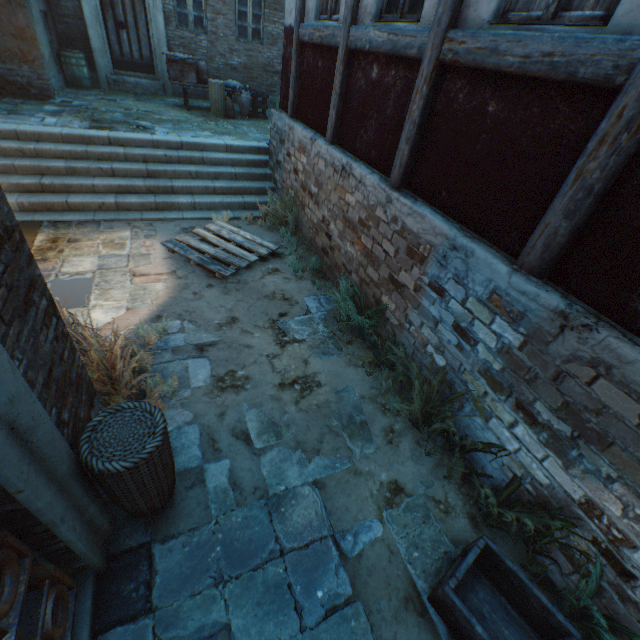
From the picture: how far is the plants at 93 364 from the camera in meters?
3.1 m

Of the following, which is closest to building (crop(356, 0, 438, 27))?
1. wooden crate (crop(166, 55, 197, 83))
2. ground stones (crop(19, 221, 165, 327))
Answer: ground stones (crop(19, 221, 165, 327))

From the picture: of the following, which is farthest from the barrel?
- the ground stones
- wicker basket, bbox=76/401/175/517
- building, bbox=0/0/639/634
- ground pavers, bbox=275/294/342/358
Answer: wicker basket, bbox=76/401/175/517

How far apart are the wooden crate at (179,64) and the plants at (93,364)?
9.31m

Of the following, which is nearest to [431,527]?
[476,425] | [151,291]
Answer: [476,425]

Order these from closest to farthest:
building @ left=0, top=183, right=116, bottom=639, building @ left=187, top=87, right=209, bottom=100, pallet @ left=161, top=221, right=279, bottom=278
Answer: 1. building @ left=0, top=183, right=116, bottom=639
2. pallet @ left=161, top=221, right=279, bottom=278
3. building @ left=187, top=87, right=209, bottom=100

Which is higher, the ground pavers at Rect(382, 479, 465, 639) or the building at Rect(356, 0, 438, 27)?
the building at Rect(356, 0, 438, 27)

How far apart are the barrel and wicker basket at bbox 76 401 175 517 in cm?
1292
